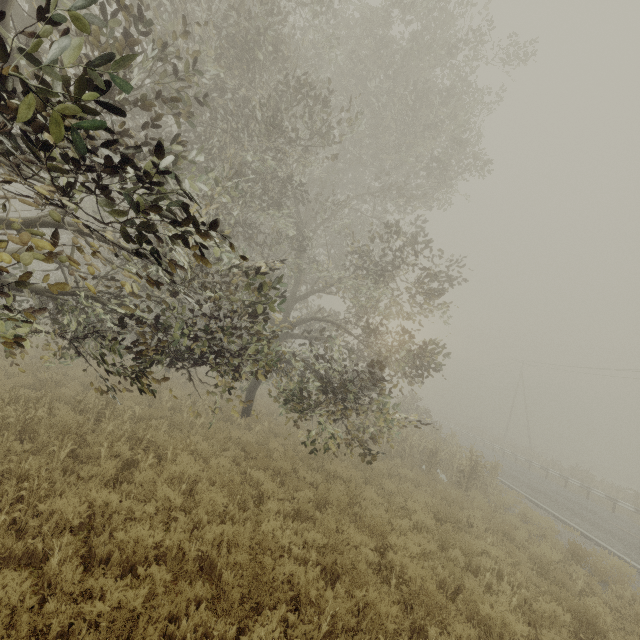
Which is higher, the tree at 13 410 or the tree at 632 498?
the tree at 632 498

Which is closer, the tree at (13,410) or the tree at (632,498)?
the tree at (13,410)

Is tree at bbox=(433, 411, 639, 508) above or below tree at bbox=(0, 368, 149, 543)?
above

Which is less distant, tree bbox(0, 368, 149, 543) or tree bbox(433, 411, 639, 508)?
tree bbox(0, 368, 149, 543)

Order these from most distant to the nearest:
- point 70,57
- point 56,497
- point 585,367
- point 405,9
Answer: point 585,367, point 405,9, point 56,497, point 70,57
